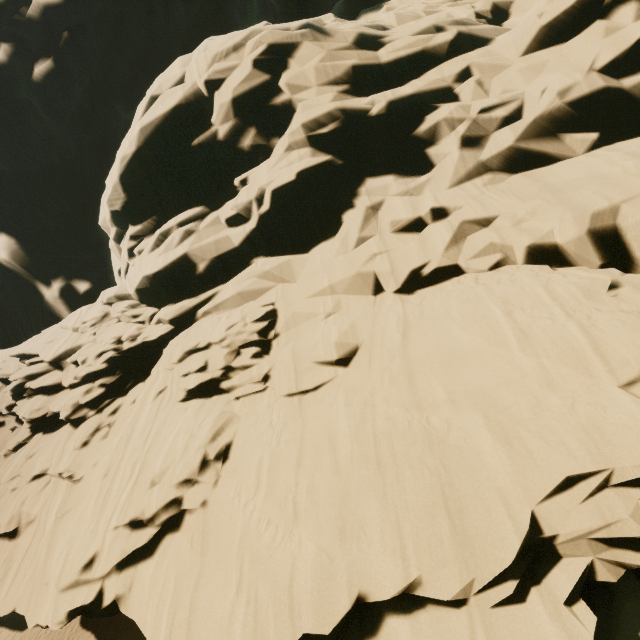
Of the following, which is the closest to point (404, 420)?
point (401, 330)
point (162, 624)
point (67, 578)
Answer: point (401, 330)
